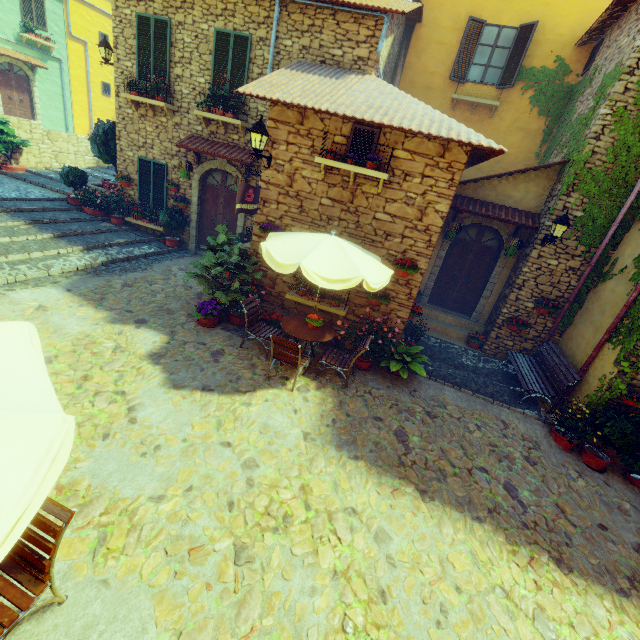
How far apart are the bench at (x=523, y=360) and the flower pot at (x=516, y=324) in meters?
0.6 m

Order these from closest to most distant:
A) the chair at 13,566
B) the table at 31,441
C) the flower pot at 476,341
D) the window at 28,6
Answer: the table at 31,441 → the chair at 13,566 → the flower pot at 476,341 → the window at 28,6

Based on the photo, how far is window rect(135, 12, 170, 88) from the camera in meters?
9.1

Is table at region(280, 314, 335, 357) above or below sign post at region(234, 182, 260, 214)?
below

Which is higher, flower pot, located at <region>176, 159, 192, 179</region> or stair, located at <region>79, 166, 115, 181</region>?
flower pot, located at <region>176, 159, 192, 179</region>

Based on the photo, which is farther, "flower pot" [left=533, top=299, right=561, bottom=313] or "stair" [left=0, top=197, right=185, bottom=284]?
"flower pot" [left=533, top=299, right=561, bottom=313]

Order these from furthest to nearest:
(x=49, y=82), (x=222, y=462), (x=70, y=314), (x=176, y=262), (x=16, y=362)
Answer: (x=49, y=82)
(x=176, y=262)
(x=70, y=314)
(x=222, y=462)
(x=16, y=362)

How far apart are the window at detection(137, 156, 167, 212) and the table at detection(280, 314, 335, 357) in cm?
717
